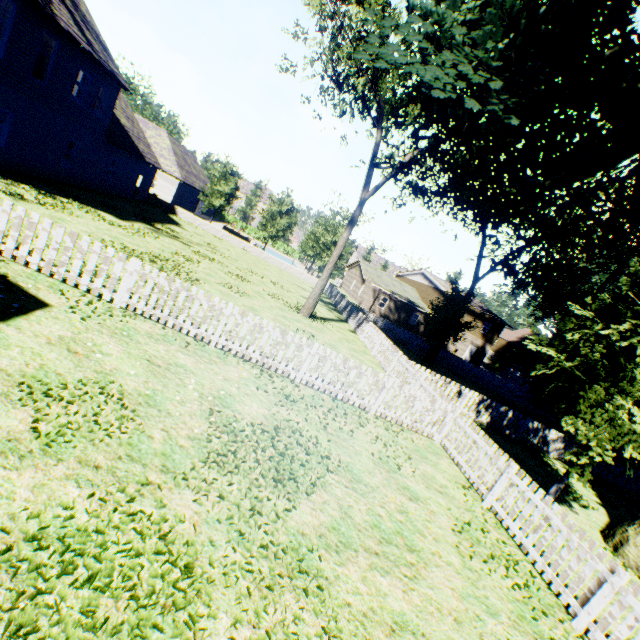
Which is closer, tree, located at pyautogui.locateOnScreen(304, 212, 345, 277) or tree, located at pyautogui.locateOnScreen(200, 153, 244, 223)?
tree, located at pyautogui.locateOnScreen(200, 153, 244, 223)

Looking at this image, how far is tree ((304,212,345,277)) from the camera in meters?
37.1 m

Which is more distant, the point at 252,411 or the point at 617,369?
the point at 617,369

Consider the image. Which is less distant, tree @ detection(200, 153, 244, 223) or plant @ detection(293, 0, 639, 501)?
plant @ detection(293, 0, 639, 501)

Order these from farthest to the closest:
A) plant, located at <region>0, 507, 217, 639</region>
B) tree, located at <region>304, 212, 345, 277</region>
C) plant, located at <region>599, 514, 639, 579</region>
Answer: tree, located at <region>304, 212, 345, 277</region> < plant, located at <region>599, 514, 639, 579</region> < plant, located at <region>0, 507, 217, 639</region>

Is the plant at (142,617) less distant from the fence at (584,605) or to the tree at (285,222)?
the fence at (584,605)

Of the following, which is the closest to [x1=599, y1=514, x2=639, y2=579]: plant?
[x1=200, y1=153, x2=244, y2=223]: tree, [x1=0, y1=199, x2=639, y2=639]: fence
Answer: [x1=0, y1=199, x2=639, y2=639]: fence
